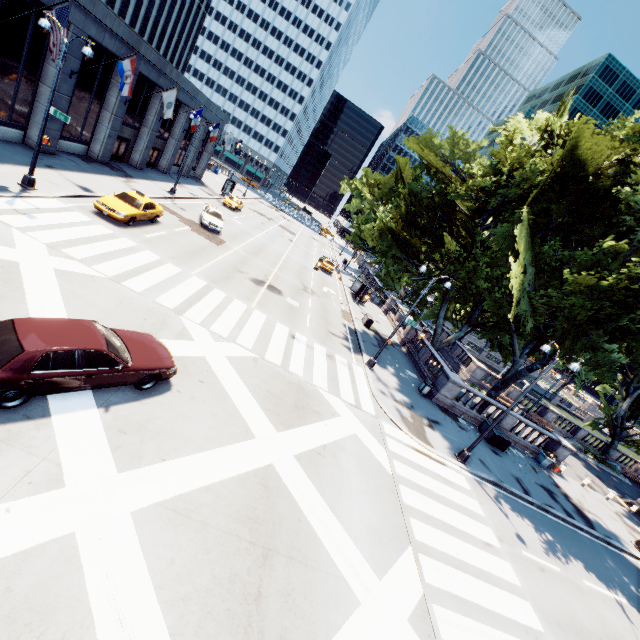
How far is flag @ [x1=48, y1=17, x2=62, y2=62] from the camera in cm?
1478

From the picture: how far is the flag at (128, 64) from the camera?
19.9 meters

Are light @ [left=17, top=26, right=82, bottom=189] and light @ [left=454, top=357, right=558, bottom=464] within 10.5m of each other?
no

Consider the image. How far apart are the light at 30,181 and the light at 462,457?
24.85m

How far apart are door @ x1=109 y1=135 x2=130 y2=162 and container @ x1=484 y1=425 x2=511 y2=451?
37.5m

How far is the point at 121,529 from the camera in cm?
630

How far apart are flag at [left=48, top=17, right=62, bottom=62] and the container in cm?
3108

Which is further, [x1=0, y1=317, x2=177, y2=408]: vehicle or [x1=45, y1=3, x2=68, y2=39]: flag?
[x1=45, y1=3, x2=68, y2=39]: flag
